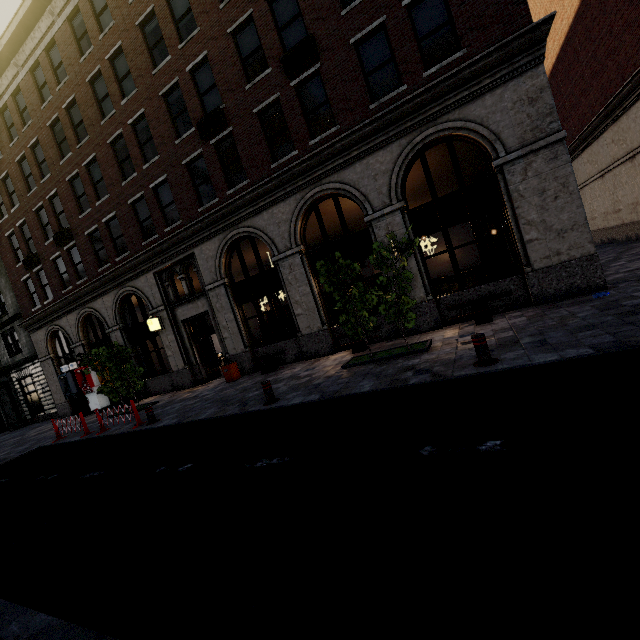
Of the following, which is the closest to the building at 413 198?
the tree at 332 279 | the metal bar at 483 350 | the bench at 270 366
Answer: the bench at 270 366

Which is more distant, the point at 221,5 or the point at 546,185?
the point at 221,5

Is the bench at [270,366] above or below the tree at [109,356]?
below

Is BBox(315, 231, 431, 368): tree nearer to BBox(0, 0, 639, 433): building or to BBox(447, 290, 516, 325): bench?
BBox(447, 290, 516, 325): bench

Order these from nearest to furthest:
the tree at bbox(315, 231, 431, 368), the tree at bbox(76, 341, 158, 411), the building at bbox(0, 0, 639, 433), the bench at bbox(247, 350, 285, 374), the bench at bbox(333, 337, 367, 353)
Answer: the tree at bbox(315, 231, 431, 368)
the building at bbox(0, 0, 639, 433)
the bench at bbox(333, 337, 367, 353)
the bench at bbox(247, 350, 285, 374)
the tree at bbox(76, 341, 158, 411)

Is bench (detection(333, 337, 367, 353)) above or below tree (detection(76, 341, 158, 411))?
below

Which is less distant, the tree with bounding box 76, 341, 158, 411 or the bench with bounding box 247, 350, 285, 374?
the bench with bounding box 247, 350, 285, 374

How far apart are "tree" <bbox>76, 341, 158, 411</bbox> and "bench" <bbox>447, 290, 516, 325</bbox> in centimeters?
1282cm
